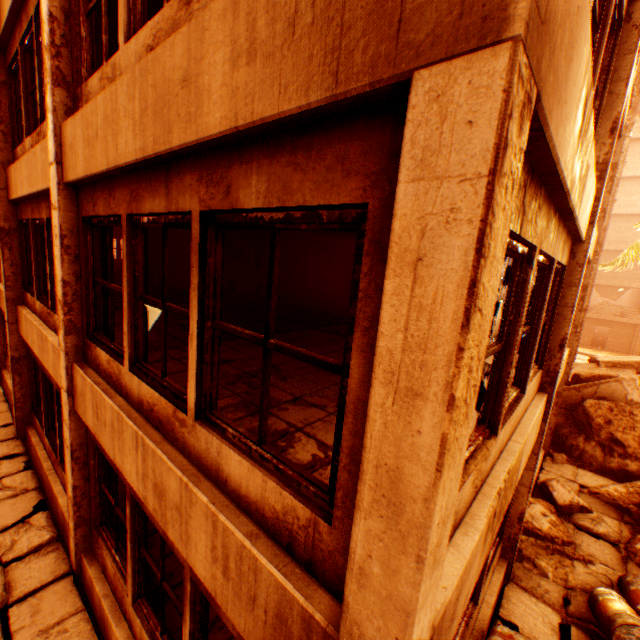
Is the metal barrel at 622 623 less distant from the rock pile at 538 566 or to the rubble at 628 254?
the rock pile at 538 566

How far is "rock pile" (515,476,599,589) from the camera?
5.9 meters

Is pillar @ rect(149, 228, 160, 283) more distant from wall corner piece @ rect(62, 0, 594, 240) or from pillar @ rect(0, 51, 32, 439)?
wall corner piece @ rect(62, 0, 594, 240)

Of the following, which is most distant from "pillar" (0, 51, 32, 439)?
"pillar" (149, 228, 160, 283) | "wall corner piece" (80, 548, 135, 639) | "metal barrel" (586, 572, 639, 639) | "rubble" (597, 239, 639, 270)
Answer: "pillar" (149, 228, 160, 283)

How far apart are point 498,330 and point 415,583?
1.96m

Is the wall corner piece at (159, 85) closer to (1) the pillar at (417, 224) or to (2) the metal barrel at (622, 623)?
(1) the pillar at (417, 224)

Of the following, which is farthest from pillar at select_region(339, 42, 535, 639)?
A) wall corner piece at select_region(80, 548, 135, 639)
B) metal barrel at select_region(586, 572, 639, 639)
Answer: metal barrel at select_region(586, 572, 639, 639)

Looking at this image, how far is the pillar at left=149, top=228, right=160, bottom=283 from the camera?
14.16m
